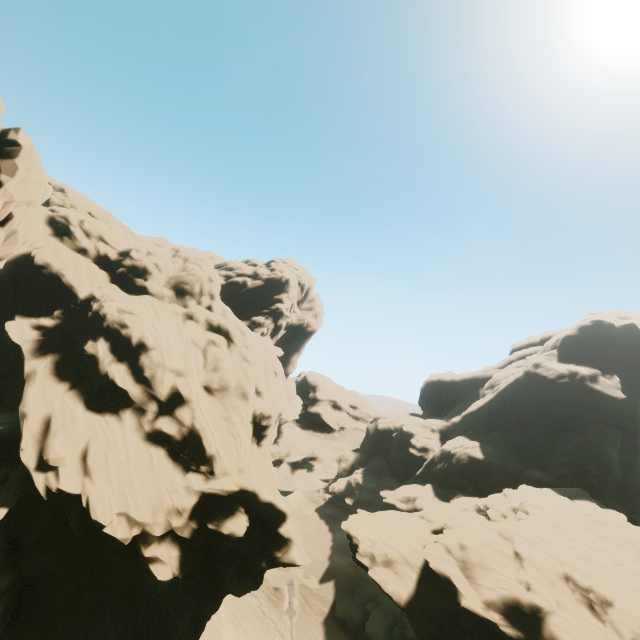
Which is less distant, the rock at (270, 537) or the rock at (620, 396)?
the rock at (270, 537)

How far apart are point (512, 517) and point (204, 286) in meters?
45.1

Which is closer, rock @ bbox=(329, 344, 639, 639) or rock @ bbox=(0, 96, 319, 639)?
rock @ bbox=(0, 96, 319, 639)
